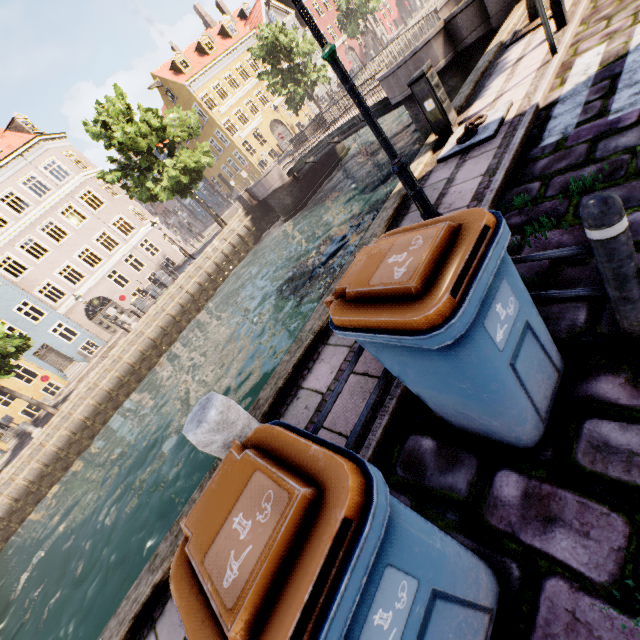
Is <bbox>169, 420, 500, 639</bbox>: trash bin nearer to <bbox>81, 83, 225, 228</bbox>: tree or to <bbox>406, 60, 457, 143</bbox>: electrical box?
<bbox>81, 83, 225, 228</bbox>: tree

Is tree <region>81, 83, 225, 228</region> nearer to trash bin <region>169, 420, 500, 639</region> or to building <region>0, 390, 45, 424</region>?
trash bin <region>169, 420, 500, 639</region>

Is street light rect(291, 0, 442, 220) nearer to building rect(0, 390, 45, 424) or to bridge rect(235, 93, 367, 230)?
building rect(0, 390, 45, 424)

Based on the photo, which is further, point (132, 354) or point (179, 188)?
point (179, 188)

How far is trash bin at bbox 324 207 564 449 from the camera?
1.44m

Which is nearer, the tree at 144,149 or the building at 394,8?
the tree at 144,149

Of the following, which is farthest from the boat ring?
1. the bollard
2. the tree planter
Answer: the bollard

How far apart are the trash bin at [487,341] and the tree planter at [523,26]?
8.4 meters
